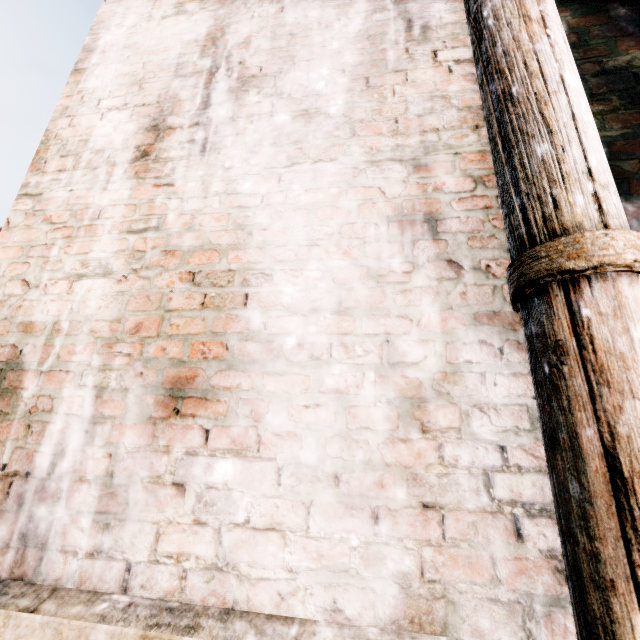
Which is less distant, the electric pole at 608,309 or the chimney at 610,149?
the electric pole at 608,309

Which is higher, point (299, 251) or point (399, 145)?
point (399, 145)

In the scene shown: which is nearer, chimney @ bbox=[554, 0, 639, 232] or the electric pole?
the electric pole
